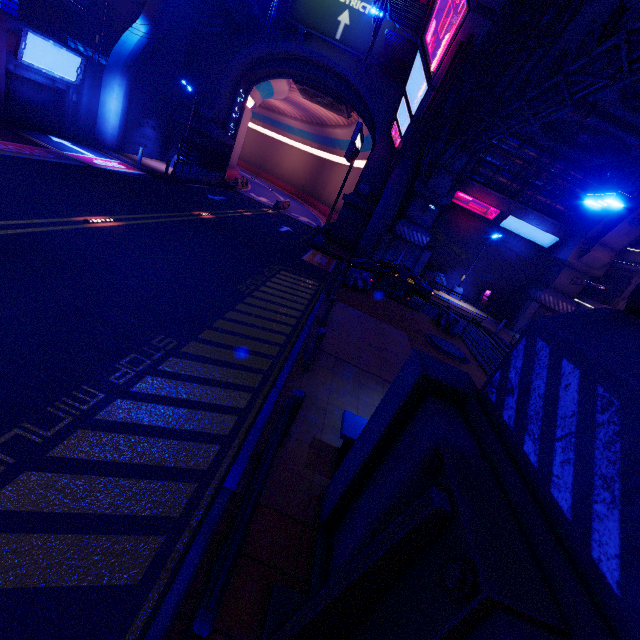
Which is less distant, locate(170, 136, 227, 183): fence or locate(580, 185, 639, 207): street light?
locate(580, 185, 639, 207): street light

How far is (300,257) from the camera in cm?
1847

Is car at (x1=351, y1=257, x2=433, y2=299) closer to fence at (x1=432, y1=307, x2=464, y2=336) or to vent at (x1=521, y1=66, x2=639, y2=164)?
fence at (x1=432, y1=307, x2=464, y2=336)

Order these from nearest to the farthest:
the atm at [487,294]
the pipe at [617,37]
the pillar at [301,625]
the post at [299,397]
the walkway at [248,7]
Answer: the pillar at [301,625], the post at [299,397], the pipe at [617,37], the walkway at [248,7], the atm at [487,294]

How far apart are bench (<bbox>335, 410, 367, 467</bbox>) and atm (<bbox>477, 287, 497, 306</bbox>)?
25.76m

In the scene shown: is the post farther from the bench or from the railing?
the bench

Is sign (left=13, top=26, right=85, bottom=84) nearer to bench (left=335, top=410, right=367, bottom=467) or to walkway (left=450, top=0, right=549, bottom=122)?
walkway (left=450, top=0, right=549, bottom=122)

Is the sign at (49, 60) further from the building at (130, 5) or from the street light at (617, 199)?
the street light at (617, 199)
